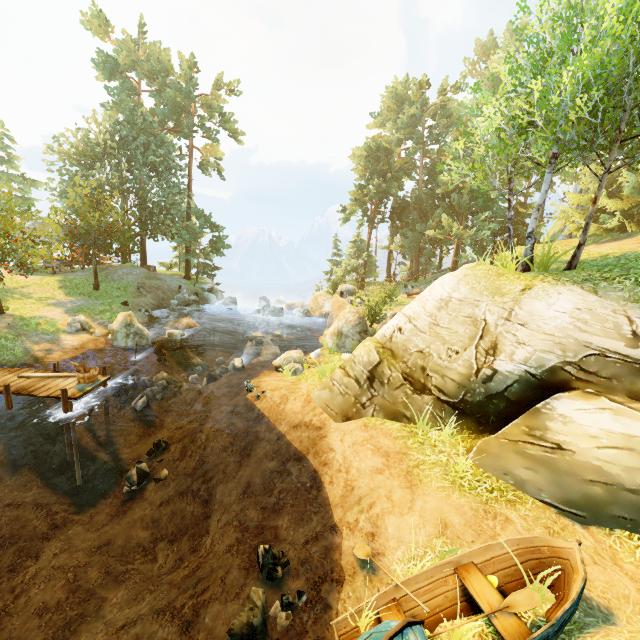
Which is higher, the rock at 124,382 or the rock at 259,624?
the rock at 259,624

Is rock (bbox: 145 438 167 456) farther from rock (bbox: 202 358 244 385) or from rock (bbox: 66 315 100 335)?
rock (bbox: 66 315 100 335)

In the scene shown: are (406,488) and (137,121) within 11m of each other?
no

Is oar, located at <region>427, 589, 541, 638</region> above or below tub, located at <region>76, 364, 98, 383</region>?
above

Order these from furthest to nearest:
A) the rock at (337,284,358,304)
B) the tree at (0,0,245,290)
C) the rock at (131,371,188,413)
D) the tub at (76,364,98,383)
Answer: the rock at (337,284,358,304)
the tree at (0,0,245,290)
the rock at (131,371,188,413)
the tub at (76,364,98,383)

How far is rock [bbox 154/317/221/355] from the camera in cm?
1880

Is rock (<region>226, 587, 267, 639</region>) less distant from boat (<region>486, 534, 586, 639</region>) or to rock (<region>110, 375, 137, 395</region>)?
boat (<region>486, 534, 586, 639</region>)

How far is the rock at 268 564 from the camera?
6.25m
